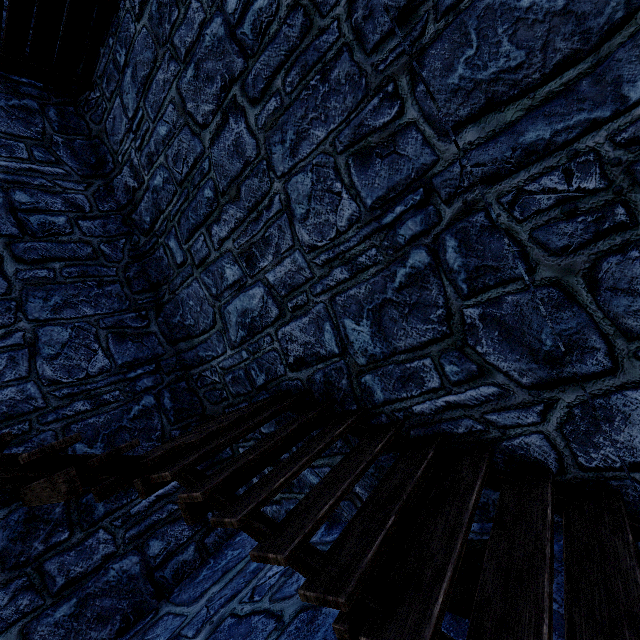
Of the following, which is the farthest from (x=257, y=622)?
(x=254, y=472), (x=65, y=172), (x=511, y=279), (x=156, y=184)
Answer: (x=65, y=172)
